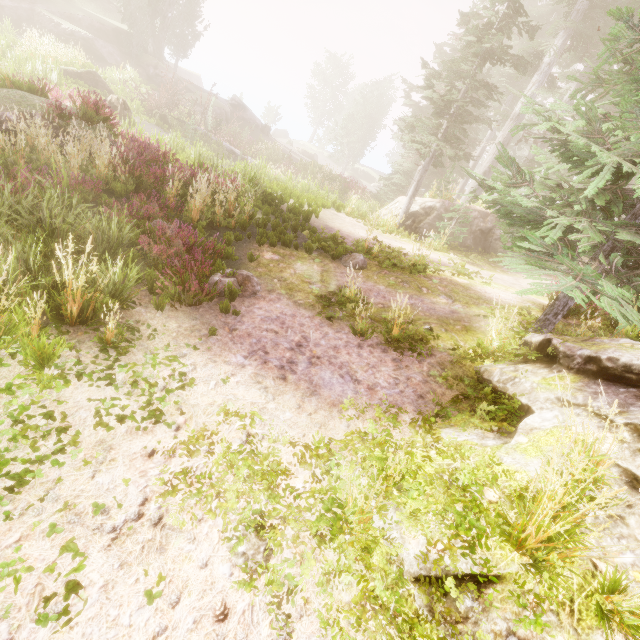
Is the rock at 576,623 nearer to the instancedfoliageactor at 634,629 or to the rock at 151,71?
the instancedfoliageactor at 634,629

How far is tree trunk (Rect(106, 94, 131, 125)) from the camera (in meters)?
16.06

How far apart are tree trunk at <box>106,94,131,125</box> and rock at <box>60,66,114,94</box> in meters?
3.5 m

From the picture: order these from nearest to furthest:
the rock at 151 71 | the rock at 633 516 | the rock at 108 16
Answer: the rock at 633 516 → the rock at 108 16 → the rock at 151 71

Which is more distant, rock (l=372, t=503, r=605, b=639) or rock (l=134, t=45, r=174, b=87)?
rock (l=134, t=45, r=174, b=87)

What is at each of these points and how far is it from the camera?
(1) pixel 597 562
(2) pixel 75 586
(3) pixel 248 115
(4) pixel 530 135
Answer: (1) rock, 2.5 meters
(2) instancedfoliageactor, 2.1 meters
(3) rock, 34.9 meters
(4) instancedfoliageactor, 16.0 meters

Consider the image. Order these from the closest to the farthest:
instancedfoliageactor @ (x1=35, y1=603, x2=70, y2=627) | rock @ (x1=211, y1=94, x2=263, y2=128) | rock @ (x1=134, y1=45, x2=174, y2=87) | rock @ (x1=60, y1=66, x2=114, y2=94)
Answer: instancedfoliageactor @ (x1=35, y1=603, x2=70, y2=627) → rock @ (x1=60, y1=66, x2=114, y2=94) → rock @ (x1=134, y1=45, x2=174, y2=87) → rock @ (x1=211, y1=94, x2=263, y2=128)

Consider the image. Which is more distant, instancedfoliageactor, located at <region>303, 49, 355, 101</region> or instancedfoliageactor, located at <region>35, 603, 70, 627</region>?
instancedfoliageactor, located at <region>303, 49, 355, 101</region>
